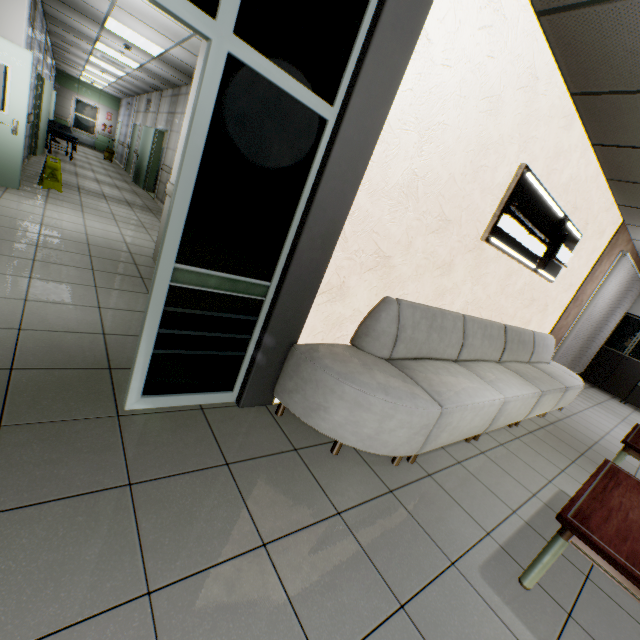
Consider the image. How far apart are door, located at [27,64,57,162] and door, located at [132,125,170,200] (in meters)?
2.49

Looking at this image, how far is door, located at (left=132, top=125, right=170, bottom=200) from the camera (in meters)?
10.13

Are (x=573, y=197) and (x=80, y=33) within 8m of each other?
no

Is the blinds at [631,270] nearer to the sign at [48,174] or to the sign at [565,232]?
the sign at [565,232]

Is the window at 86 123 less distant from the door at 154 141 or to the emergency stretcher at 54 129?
the emergency stretcher at 54 129

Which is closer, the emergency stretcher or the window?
the emergency stretcher

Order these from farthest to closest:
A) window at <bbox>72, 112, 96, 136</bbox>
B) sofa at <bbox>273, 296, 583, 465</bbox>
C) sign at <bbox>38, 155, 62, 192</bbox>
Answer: window at <bbox>72, 112, 96, 136</bbox> → sign at <bbox>38, 155, 62, 192</bbox> → sofa at <bbox>273, 296, 583, 465</bbox>

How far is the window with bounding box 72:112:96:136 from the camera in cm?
1841
